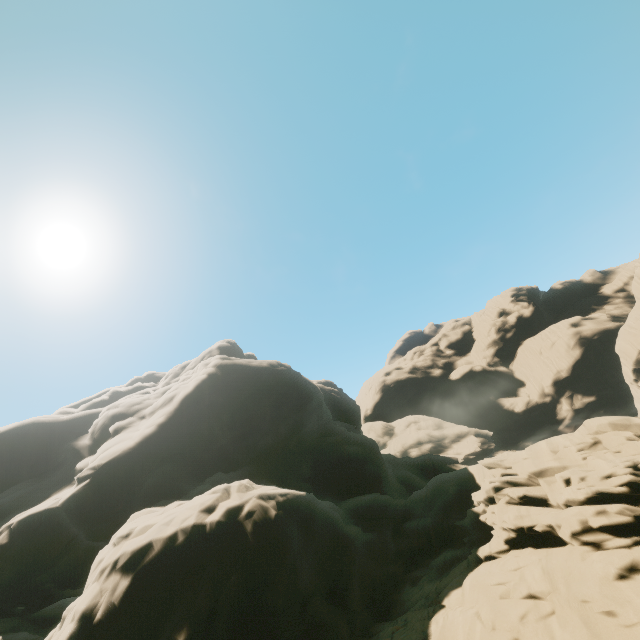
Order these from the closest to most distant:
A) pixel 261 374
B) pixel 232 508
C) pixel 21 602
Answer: pixel 232 508, pixel 21 602, pixel 261 374

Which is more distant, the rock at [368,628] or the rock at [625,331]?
the rock at [625,331]

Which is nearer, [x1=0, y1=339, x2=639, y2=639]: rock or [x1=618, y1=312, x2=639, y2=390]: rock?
[x1=0, y1=339, x2=639, y2=639]: rock
